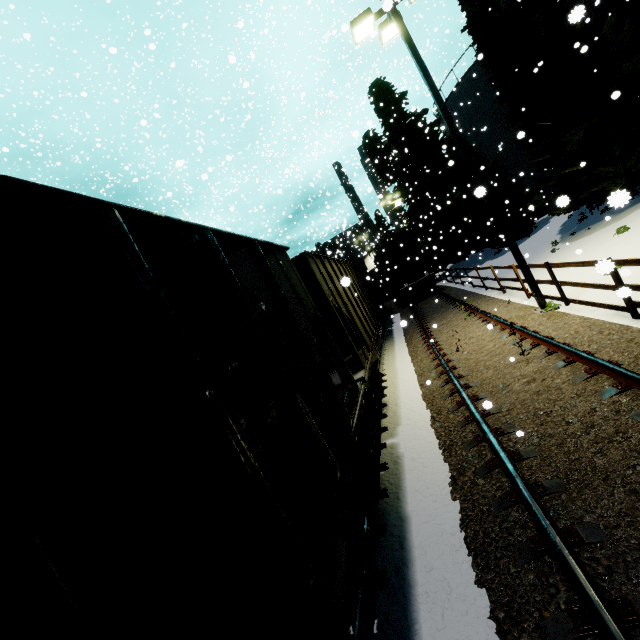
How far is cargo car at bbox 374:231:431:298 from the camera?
24.7m

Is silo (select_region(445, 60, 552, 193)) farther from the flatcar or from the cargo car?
the flatcar

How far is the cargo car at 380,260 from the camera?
24.7m

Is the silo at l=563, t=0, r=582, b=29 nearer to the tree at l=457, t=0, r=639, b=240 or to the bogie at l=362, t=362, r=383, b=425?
the tree at l=457, t=0, r=639, b=240

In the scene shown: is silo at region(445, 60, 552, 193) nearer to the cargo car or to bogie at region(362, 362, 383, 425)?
the cargo car

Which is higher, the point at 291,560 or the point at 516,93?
the point at 516,93

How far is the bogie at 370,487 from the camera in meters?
3.5
